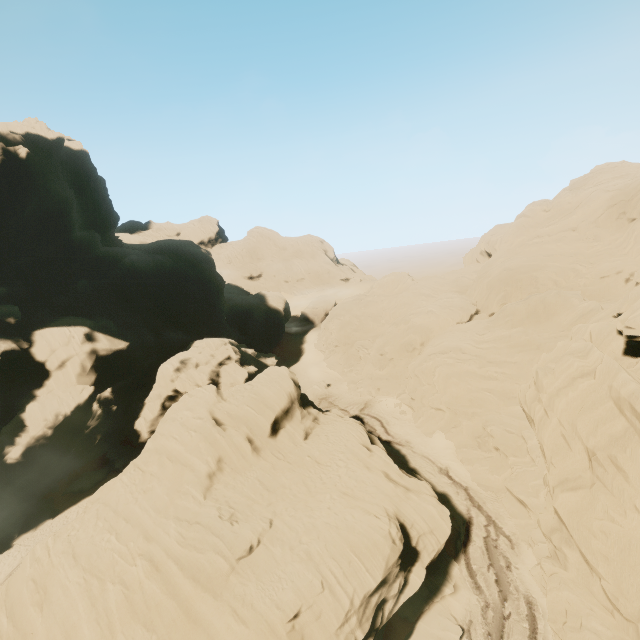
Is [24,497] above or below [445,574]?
above

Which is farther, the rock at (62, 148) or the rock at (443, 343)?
the rock at (62, 148)

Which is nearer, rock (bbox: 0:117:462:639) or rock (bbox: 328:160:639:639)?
rock (bbox: 328:160:639:639)
